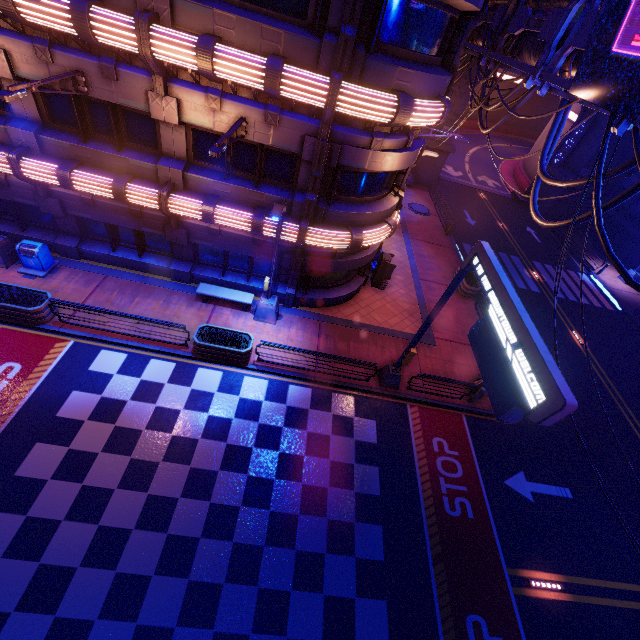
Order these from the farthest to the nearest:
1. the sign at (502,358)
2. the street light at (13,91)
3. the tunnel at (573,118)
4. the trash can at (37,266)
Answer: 1. the tunnel at (573,118)
2. the trash can at (37,266)
3. the street light at (13,91)
4. the sign at (502,358)

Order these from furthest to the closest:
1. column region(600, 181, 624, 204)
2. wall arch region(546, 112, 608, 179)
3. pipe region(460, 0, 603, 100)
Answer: column region(600, 181, 624, 204) → wall arch region(546, 112, 608, 179) → pipe region(460, 0, 603, 100)

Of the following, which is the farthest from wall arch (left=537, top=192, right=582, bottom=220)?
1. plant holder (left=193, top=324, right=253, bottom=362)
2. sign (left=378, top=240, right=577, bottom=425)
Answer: plant holder (left=193, top=324, right=253, bottom=362)

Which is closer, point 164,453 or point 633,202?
point 164,453

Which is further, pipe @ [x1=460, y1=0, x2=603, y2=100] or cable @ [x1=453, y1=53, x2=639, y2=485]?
pipe @ [x1=460, y1=0, x2=603, y2=100]

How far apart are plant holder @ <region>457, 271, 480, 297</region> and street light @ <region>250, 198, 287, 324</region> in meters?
11.7

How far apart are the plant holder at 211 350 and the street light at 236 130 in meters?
6.7 m

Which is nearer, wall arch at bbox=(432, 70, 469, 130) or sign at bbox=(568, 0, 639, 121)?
sign at bbox=(568, 0, 639, 121)
